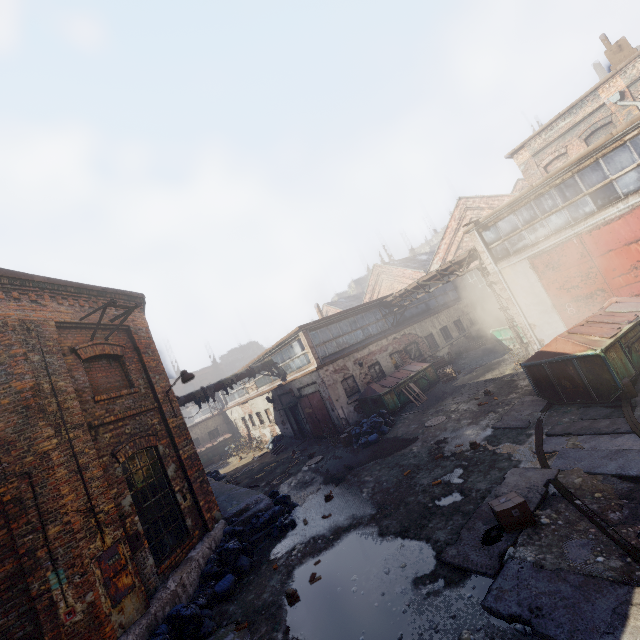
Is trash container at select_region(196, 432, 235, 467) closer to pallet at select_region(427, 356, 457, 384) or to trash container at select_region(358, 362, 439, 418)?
trash container at select_region(358, 362, 439, 418)

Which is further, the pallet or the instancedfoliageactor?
the pallet

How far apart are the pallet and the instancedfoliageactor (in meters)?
14.00

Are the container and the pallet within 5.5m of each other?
yes

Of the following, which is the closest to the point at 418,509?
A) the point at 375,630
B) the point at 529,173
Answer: the point at 375,630

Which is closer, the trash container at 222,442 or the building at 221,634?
the building at 221,634

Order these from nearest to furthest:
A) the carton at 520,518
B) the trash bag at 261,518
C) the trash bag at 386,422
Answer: the carton at 520,518 → the trash bag at 261,518 → the trash bag at 386,422

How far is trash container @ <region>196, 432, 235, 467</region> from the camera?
27.78m
